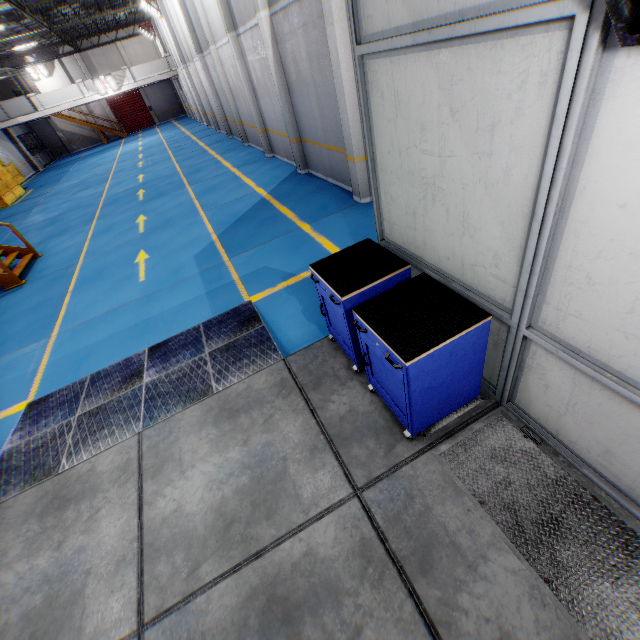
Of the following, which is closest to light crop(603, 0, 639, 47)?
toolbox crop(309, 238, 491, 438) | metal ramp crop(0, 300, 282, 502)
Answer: toolbox crop(309, 238, 491, 438)

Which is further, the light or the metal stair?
the metal stair

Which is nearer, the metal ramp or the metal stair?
the metal ramp

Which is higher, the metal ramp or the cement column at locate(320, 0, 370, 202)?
the cement column at locate(320, 0, 370, 202)

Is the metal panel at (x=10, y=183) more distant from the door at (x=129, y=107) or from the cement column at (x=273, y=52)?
the door at (x=129, y=107)

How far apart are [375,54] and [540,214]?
1.9m

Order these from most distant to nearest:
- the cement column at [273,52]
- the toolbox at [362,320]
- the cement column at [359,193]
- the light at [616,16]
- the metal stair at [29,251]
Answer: the metal stair at [29,251], the cement column at [273,52], the cement column at [359,193], the toolbox at [362,320], the light at [616,16]

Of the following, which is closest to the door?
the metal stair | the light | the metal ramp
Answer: the metal stair
